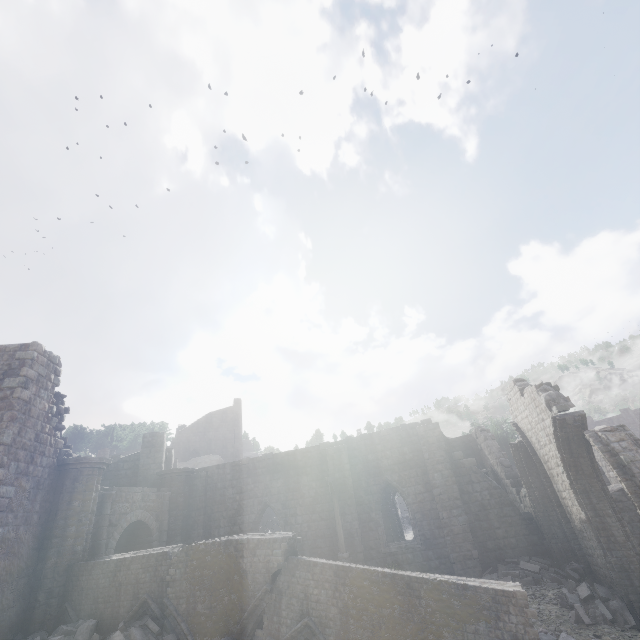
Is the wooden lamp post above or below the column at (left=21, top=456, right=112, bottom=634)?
below

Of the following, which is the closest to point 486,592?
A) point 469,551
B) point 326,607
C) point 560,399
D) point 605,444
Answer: point 326,607

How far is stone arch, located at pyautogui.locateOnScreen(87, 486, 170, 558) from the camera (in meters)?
14.82

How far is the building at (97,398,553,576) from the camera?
16.0m

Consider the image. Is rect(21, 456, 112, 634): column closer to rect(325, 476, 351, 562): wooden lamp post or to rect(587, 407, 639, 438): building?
rect(587, 407, 639, 438): building

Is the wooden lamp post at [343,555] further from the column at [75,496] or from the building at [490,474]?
the column at [75,496]

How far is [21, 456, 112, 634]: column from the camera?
12.0m

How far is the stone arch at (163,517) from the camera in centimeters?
1482cm
